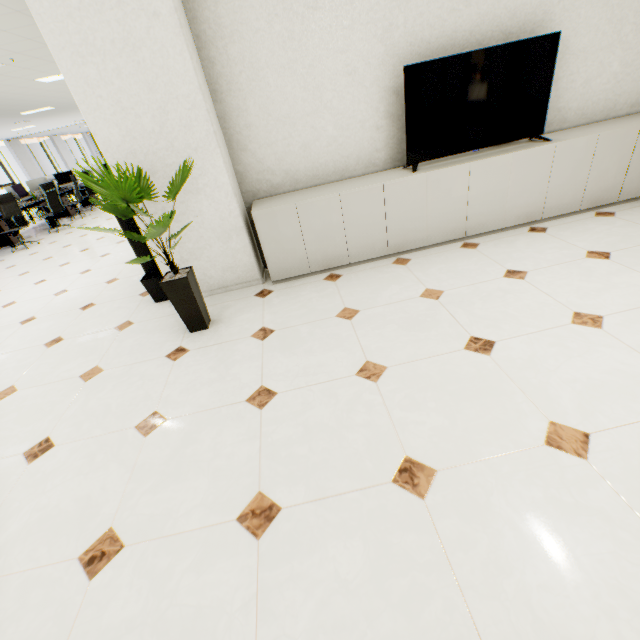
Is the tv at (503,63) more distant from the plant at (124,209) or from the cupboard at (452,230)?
the plant at (124,209)

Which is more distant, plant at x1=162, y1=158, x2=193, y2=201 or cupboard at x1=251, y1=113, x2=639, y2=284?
cupboard at x1=251, y1=113, x2=639, y2=284

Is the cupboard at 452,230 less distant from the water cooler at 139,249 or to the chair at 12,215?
the water cooler at 139,249

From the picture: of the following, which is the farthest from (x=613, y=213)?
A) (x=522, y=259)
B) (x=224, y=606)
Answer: (x=224, y=606)

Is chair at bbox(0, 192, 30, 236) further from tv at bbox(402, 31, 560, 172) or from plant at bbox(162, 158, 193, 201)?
tv at bbox(402, 31, 560, 172)

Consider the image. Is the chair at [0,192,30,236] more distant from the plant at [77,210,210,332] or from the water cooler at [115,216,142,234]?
the plant at [77,210,210,332]

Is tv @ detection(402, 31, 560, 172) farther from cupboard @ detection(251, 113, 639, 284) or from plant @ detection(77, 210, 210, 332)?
plant @ detection(77, 210, 210, 332)

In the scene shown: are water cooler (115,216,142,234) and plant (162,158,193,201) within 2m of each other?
yes
